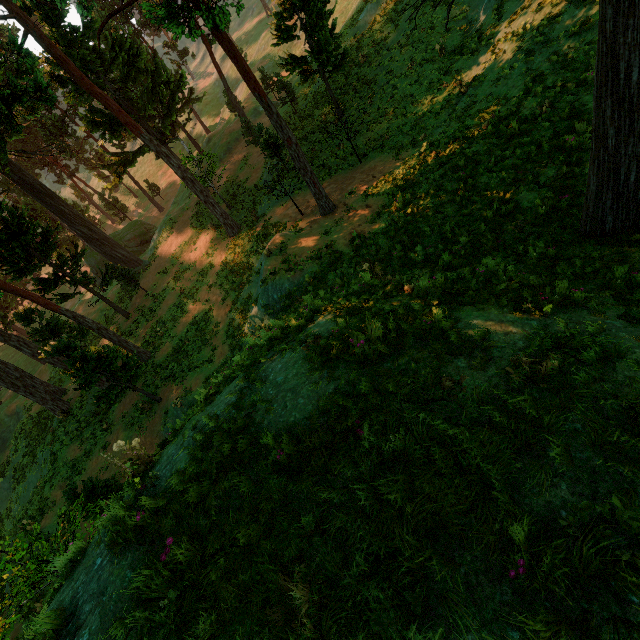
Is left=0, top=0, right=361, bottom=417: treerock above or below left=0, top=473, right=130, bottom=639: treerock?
above

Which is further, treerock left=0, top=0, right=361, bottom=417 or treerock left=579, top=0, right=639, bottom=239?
treerock left=0, top=0, right=361, bottom=417

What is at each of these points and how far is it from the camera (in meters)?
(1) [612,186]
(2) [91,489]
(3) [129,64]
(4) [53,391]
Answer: (1) treerock, 5.95
(2) treerock, 13.41
(3) treerock, 26.69
(4) treerock, 23.48

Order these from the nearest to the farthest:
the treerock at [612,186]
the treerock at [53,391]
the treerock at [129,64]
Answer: the treerock at [612,186] < the treerock at [129,64] < the treerock at [53,391]

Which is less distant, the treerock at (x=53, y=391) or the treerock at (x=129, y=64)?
the treerock at (x=129, y=64)

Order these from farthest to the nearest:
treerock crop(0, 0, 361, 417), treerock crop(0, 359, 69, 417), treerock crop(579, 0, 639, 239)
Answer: treerock crop(0, 359, 69, 417)
treerock crop(0, 0, 361, 417)
treerock crop(579, 0, 639, 239)
